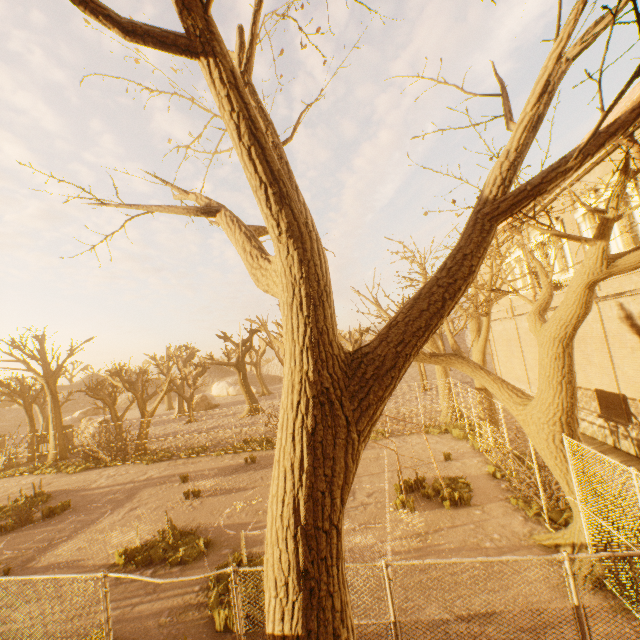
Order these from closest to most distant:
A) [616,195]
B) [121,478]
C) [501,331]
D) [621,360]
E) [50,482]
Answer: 1. [616,195]
2. [621,360]
3. [121,478]
4. [50,482]
5. [501,331]

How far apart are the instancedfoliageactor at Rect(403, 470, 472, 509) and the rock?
40.52m

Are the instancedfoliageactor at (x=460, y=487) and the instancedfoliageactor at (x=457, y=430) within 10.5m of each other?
yes

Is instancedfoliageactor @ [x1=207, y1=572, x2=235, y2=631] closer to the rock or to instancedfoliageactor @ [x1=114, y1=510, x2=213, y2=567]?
instancedfoliageactor @ [x1=114, y1=510, x2=213, y2=567]

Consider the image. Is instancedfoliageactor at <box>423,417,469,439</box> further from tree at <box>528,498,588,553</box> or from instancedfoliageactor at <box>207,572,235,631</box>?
instancedfoliageactor at <box>207,572,235,631</box>

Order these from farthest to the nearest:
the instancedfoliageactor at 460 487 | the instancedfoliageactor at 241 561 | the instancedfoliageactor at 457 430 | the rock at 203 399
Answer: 1. the rock at 203 399
2. the instancedfoliageactor at 457 430
3. the instancedfoliageactor at 460 487
4. the instancedfoliageactor at 241 561

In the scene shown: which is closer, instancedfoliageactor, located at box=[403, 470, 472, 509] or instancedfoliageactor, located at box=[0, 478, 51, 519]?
instancedfoliageactor, located at box=[403, 470, 472, 509]

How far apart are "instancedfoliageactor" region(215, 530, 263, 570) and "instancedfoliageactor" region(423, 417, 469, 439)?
11.7m
